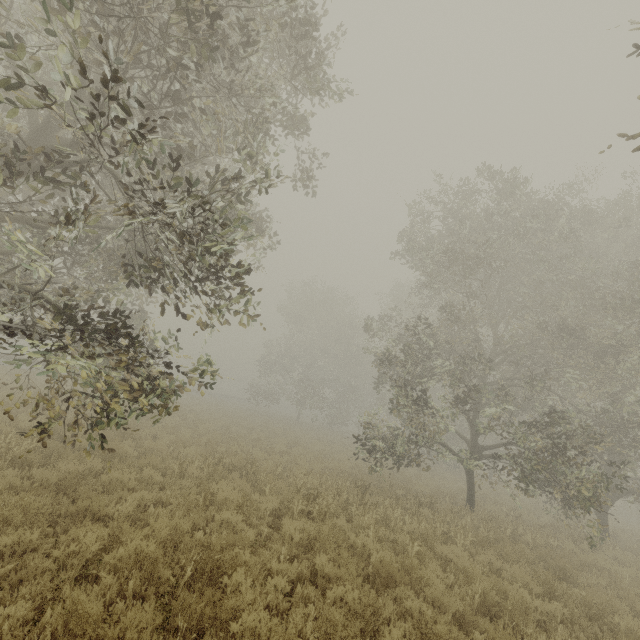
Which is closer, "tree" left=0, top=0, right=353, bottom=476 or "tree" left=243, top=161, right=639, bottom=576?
"tree" left=0, top=0, right=353, bottom=476

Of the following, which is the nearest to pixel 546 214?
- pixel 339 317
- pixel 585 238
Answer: pixel 585 238

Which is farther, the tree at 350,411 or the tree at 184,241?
the tree at 350,411
